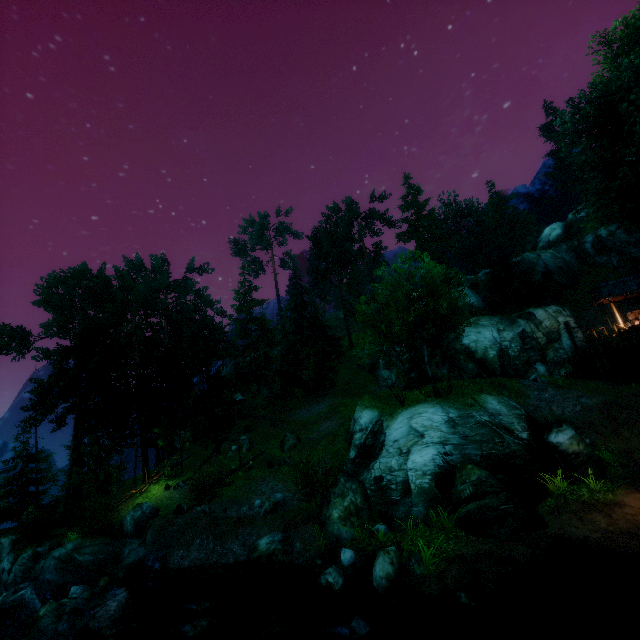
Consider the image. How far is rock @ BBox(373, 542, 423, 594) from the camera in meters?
10.4 m

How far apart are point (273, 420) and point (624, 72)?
65.9 meters

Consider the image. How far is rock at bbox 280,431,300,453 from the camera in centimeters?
2756cm

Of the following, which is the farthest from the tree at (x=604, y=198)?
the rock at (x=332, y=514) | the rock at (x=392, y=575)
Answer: the rock at (x=392, y=575)

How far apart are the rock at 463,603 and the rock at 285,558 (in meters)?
7.44

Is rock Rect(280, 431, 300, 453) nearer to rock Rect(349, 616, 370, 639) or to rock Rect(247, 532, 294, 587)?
rock Rect(247, 532, 294, 587)

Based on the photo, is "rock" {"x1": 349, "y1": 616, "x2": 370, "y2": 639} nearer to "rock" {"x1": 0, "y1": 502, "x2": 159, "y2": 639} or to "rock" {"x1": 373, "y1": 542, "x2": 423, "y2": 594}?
"rock" {"x1": 373, "y1": 542, "x2": 423, "y2": 594}

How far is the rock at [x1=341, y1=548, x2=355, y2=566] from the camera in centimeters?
1250cm
